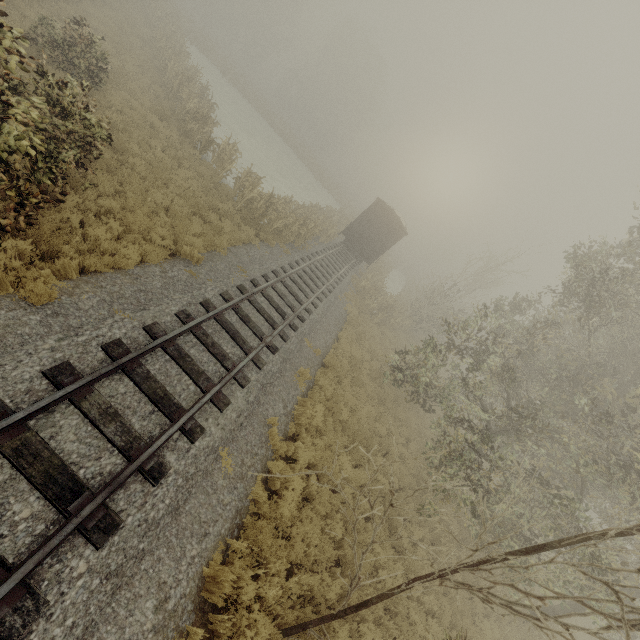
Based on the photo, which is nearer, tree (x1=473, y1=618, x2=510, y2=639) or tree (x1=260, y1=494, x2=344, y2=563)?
tree (x1=260, y1=494, x2=344, y2=563)

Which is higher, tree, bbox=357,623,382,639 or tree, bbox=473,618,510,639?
tree, bbox=473,618,510,639

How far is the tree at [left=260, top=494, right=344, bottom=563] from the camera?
6.30m

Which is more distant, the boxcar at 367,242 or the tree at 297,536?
the boxcar at 367,242

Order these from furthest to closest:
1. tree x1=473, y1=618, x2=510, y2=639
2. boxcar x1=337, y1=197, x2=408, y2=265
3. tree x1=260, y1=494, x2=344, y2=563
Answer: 1. boxcar x1=337, y1=197, x2=408, y2=265
2. tree x1=473, y1=618, x2=510, y2=639
3. tree x1=260, y1=494, x2=344, y2=563

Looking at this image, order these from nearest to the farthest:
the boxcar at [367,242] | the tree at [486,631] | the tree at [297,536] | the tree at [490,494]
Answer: the tree at [490,494], the tree at [297,536], the tree at [486,631], the boxcar at [367,242]

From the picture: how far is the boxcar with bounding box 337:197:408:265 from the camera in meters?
23.5 m

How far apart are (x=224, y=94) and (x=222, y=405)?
39.2m
